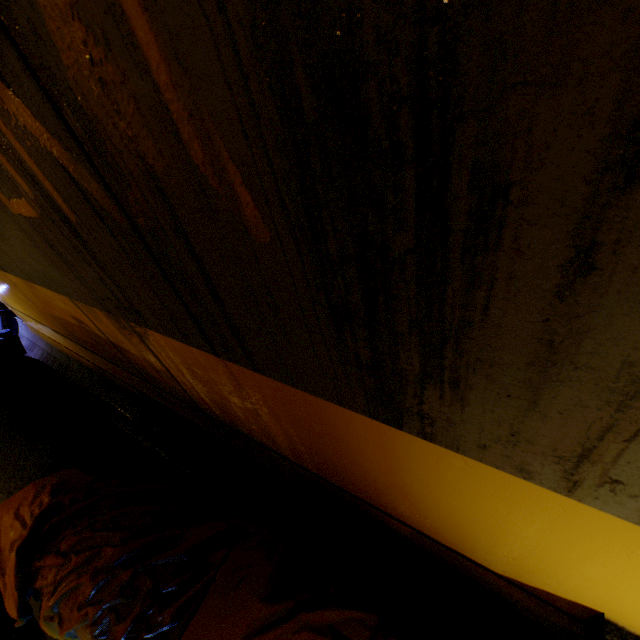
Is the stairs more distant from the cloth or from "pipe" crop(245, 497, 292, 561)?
"pipe" crop(245, 497, 292, 561)

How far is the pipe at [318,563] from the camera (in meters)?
1.55

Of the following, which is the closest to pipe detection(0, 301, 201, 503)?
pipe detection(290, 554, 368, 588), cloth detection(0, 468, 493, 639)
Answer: cloth detection(0, 468, 493, 639)

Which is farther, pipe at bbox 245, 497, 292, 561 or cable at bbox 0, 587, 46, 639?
cable at bbox 0, 587, 46, 639

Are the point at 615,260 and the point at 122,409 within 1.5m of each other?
no

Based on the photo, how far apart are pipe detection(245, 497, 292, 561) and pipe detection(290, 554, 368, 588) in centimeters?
20cm

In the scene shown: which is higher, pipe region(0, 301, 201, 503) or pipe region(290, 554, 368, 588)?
pipe region(0, 301, 201, 503)

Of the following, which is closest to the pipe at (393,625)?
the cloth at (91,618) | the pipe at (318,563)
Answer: the cloth at (91,618)
